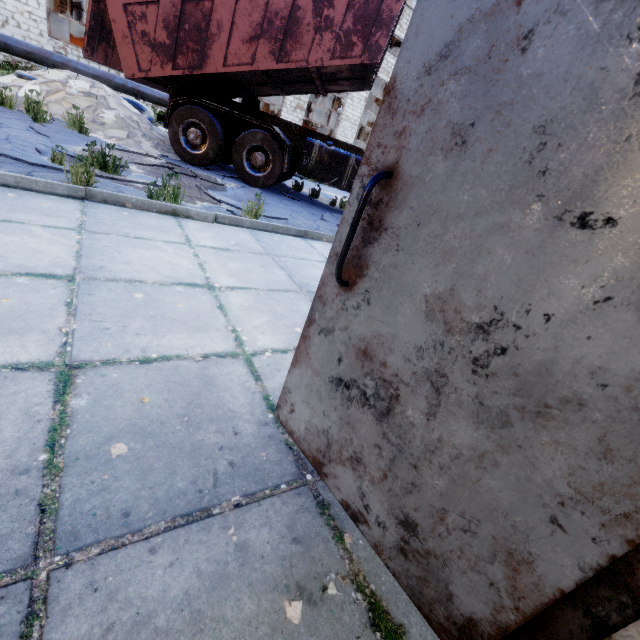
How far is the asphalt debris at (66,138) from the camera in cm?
588

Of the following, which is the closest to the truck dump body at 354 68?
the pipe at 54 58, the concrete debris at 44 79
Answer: the concrete debris at 44 79

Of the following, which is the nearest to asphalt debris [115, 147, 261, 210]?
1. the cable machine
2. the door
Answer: the door

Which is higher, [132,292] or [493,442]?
[493,442]

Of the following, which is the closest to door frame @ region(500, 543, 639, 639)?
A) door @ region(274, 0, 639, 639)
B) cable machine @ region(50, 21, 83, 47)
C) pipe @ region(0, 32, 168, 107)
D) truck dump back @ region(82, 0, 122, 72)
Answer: door @ region(274, 0, 639, 639)

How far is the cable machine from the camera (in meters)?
16.73

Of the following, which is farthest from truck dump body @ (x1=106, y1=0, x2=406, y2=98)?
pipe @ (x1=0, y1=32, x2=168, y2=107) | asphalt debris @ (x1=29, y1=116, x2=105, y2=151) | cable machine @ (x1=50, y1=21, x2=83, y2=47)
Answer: cable machine @ (x1=50, y1=21, x2=83, y2=47)

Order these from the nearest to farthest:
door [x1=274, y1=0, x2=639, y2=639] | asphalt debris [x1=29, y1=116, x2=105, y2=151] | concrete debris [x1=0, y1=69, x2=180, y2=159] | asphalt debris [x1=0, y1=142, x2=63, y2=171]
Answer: door [x1=274, y1=0, x2=639, y2=639]
asphalt debris [x1=0, y1=142, x2=63, y2=171]
asphalt debris [x1=29, y1=116, x2=105, y2=151]
concrete debris [x1=0, y1=69, x2=180, y2=159]
